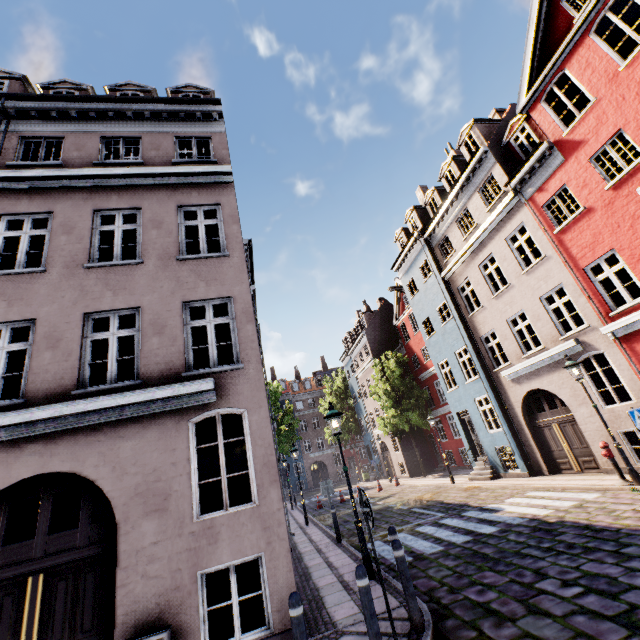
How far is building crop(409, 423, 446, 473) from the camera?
26.4m

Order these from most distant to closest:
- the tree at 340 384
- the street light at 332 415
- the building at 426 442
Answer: the tree at 340 384, the building at 426 442, the street light at 332 415

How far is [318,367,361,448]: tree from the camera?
37.59m

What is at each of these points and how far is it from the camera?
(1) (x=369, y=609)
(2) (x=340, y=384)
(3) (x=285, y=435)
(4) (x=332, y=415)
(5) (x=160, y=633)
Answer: (1) bollard, 4.0m
(2) tree, 40.0m
(3) tree, 37.3m
(4) street light, 8.3m
(5) electrical box, 4.5m

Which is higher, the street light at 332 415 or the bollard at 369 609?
the street light at 332 415

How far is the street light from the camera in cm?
707

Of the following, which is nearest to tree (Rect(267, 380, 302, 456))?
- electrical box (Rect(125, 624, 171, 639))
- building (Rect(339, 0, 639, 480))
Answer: building (Rect(339, 0, 639, 480))

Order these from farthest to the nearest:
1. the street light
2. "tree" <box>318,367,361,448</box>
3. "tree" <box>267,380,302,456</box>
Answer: "tree" <box>318,367,361,448</box> < "tree" <box>267,380,302,456</box> < the street light
